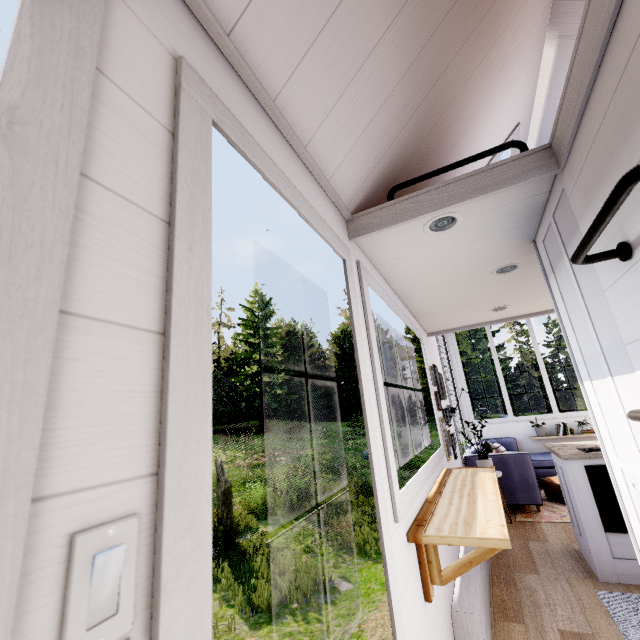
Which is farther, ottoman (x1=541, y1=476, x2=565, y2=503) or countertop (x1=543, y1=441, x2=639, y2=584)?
ottoman (x1=541, y1=476, x2=565, y2=503)

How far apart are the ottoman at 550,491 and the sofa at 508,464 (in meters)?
Result: 0.26

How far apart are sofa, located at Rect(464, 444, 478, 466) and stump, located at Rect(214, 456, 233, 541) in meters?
6.2

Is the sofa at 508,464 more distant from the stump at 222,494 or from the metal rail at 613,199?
the stump at 222,494

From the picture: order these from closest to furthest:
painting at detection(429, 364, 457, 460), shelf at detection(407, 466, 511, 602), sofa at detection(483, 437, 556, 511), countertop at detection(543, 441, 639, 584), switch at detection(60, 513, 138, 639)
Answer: switch at detection(60, 513, 138, 639) < shelf at detection(407, 466, 511, 602) < countertop at detection(543, 441, 639, 584) < painting at detection(429, 364, 457, 460) < sofa at detection(483, 437, 556, 511)

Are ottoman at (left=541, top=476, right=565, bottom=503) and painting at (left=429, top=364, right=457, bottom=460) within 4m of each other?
yes

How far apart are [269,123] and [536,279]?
2.7 meters

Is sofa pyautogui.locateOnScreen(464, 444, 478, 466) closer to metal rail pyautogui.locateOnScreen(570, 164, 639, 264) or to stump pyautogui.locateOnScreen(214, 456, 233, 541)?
metal rail pyautogui.locateOnScreen(570, 164, 639, 264)
